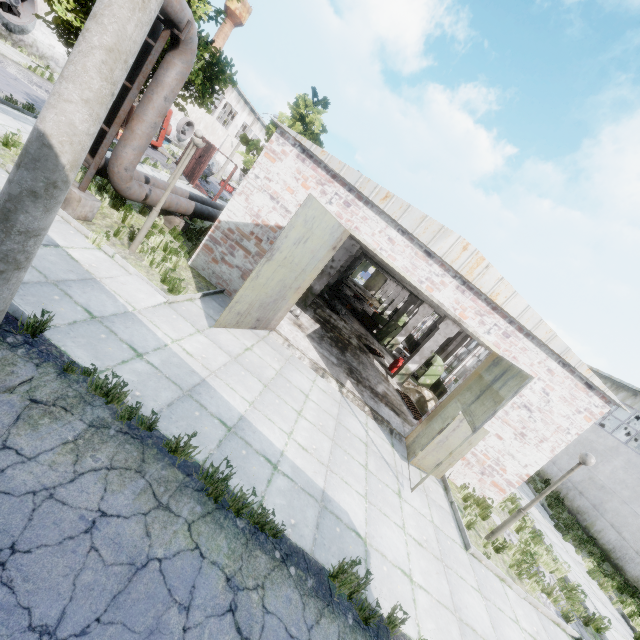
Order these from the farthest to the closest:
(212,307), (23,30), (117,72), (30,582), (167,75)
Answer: (23,30) → (212,307) → (167,75) → (117,72) → (30,582)

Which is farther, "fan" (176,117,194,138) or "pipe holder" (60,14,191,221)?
"fan" (176,117,194,138)

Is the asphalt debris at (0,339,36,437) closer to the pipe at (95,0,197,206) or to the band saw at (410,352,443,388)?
the pipe at (95,0,197,206)

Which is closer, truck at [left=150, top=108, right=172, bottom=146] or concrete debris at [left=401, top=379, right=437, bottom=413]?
concrete debris at [left=401, top=379, right=437, bottom=413]

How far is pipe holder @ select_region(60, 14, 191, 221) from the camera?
6.93m

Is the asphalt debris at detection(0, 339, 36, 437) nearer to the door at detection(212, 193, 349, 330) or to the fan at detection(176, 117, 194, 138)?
the door at detection(212, 193, 349, 330)

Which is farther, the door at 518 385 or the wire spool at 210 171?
the wire spool at 210 171

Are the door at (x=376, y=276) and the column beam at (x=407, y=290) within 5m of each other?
Answer: no
